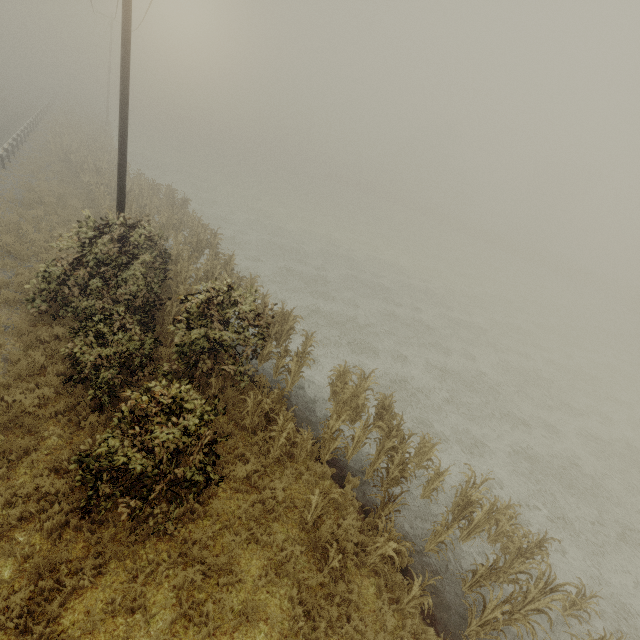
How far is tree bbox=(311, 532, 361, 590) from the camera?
6.1m

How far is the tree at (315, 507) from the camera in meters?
7.0 m

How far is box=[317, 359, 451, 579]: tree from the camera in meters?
6.9

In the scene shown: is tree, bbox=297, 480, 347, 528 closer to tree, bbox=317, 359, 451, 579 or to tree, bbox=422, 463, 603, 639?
tree, bbox=422, 463, 603, 639

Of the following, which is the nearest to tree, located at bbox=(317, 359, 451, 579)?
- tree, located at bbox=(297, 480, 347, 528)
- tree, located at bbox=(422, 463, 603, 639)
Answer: tree, located at bbox=(422, 463, 603, 639)

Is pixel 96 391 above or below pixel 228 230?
above
